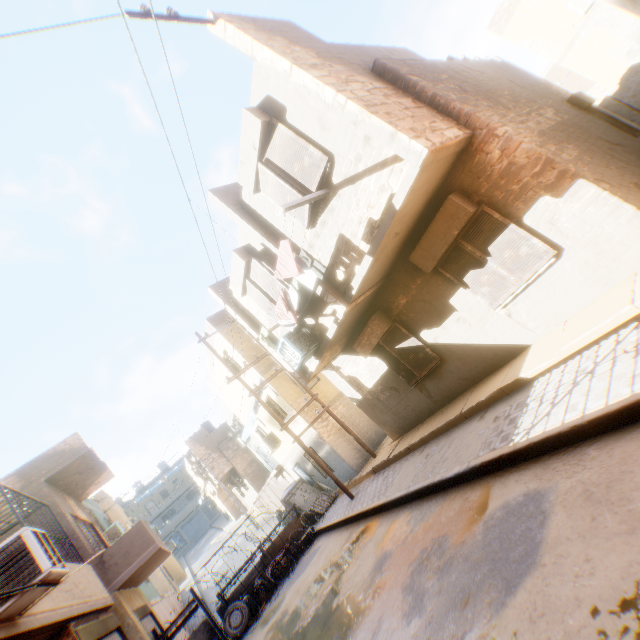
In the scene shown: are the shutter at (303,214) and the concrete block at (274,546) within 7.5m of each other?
no

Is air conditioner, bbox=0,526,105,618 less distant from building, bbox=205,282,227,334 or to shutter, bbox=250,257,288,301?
building, bbox=205,282,227,334

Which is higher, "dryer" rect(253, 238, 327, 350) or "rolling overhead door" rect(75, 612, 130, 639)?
"dryer" rect(253, 238, 327, 350)

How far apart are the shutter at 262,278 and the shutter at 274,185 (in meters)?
2.01

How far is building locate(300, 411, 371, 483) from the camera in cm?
1346

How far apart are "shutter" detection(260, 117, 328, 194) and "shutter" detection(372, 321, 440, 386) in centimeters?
361cm

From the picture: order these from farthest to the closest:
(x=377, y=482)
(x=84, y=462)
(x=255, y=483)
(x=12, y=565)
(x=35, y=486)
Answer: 1. (x=255, y=483)
2. (x=84, y=462)
3. (x=35, y=486)
4. (x=377, y=482)
5. (x=12, y=565)

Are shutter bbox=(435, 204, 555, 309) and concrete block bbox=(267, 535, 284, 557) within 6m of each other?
no
